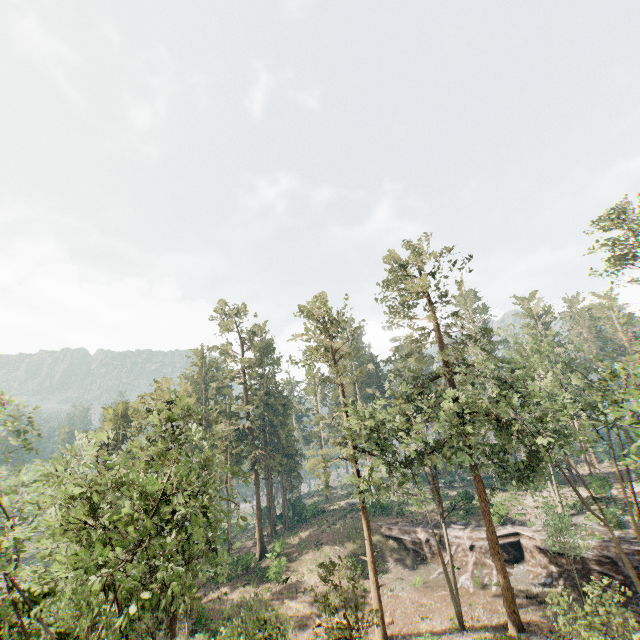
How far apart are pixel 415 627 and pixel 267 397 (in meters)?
37.03

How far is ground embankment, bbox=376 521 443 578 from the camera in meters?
35.1 m

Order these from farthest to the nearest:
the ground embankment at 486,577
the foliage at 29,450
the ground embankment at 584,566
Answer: the ground embankment at 486,577, the ground embankment at 584,566, the foliage at 29,450

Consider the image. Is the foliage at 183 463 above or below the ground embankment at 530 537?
above

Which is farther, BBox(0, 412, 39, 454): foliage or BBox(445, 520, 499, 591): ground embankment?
BBox(445, 520, 499, 591): ground embankment

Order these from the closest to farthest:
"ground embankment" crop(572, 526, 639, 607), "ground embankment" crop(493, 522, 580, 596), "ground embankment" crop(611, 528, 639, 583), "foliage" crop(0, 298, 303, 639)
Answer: "foliage" crop(0, 298, 303, 639), "ground embankment" crop(572, 526, 639, 607), "ground embankment" crop(611, 528, 639, 583), "ground embankment" crop(493, 522, 580, 596)

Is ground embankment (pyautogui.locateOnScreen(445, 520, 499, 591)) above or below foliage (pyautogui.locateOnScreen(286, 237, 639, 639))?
below
